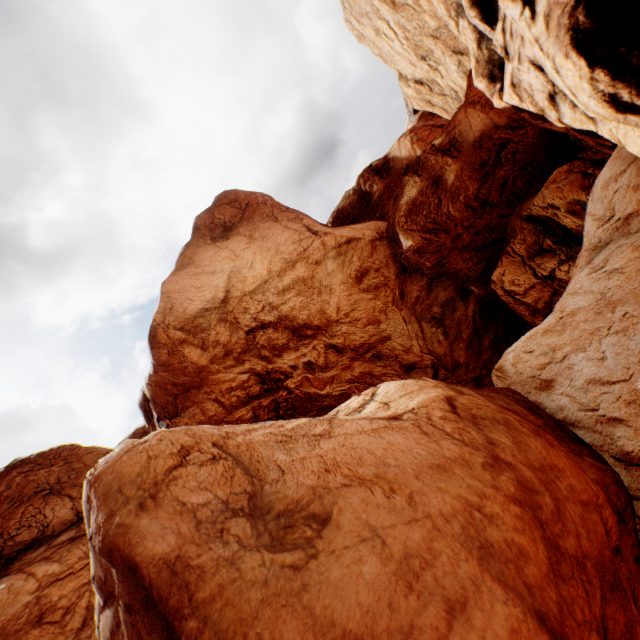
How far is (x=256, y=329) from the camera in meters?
18.1 m
